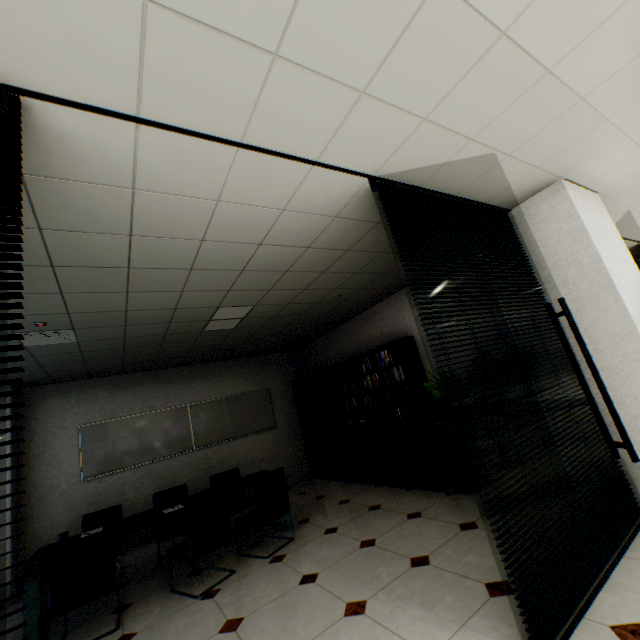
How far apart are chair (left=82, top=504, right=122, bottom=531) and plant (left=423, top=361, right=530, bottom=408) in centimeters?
511cm

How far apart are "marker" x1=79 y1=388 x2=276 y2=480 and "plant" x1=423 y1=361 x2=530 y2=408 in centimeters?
495cm

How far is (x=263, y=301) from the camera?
4.27m

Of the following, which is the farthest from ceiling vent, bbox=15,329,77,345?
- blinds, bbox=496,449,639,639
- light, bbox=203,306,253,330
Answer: blinds, bbox=496,449,639,639

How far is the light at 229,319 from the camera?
4.2m

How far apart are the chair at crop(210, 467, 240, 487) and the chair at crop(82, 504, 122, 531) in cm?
123

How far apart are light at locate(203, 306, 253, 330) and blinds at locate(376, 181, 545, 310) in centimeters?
249cm

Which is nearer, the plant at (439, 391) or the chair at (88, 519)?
the plant at (439, 391)
